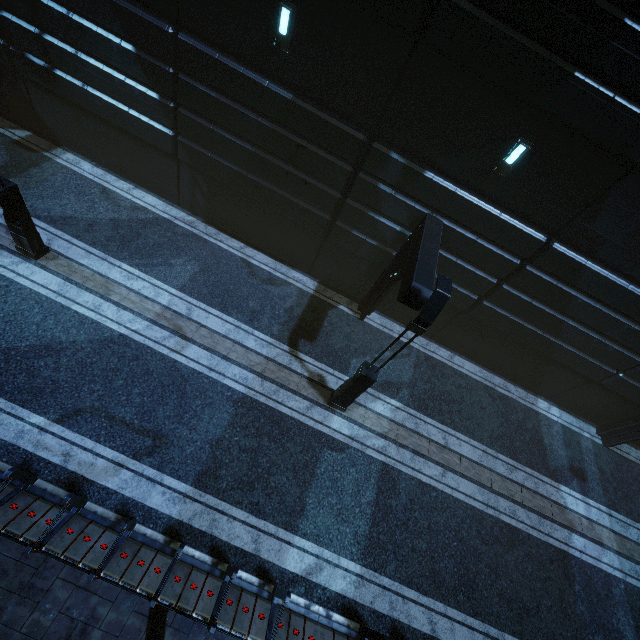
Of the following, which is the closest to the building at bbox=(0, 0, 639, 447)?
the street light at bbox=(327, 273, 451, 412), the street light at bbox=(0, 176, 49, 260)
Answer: the street light at bbox=(327, 273, 451, 412)

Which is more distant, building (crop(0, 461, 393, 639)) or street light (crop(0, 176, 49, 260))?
street light (crop(0, 176, 49, 260))

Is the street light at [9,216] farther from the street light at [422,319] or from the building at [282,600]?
the street light at [422,319]

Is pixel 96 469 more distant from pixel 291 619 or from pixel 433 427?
pixel 433 427

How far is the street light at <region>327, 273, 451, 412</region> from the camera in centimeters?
675cm

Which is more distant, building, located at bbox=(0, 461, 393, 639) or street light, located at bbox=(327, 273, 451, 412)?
street light, located at bbox=(327, 273, 451, 412)
